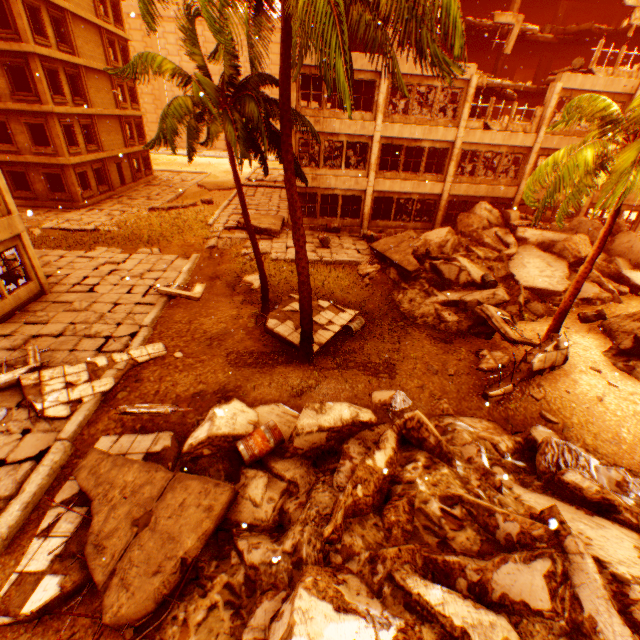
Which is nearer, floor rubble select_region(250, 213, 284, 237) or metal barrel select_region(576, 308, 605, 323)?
metal barrel select_region(576, 308, 605, 323)

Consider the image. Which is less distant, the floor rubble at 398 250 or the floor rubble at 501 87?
the floor rubble at 398 250

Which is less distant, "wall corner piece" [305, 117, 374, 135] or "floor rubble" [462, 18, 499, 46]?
"wall corner piece" [305, 117, 374, 135]

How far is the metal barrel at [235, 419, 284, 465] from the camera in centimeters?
636cm

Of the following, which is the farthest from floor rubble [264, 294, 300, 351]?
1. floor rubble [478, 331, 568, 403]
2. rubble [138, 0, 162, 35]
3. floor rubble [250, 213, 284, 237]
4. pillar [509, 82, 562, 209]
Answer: pillar [509, 82, 562, 209]

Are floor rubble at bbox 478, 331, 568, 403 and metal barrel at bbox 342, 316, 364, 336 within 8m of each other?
yes

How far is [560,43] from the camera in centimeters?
2133cm

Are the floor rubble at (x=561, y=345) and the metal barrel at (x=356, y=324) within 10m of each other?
yes
